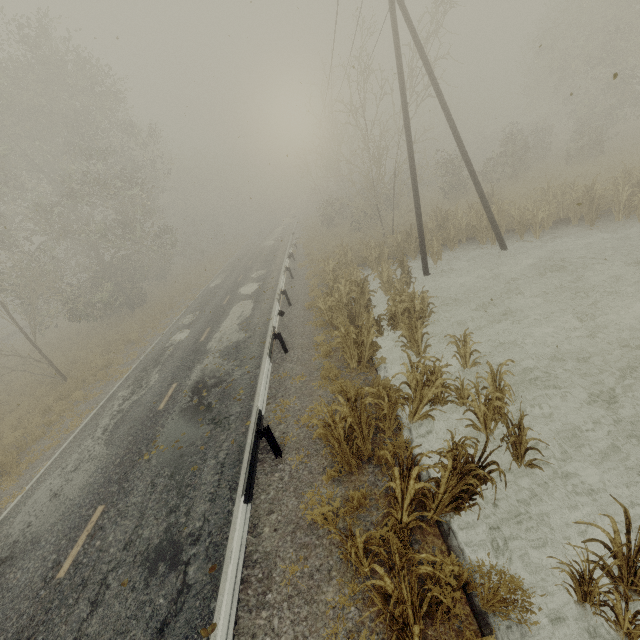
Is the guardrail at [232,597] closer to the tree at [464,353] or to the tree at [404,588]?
the tree at [404,588]

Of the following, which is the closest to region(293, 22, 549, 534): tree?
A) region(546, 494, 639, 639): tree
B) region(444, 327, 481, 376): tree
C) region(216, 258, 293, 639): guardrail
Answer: region(216, 258, 293, 639): guardrail

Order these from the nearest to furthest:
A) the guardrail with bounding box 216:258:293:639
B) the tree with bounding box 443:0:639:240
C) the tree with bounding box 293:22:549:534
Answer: the guardrail with bounding box 216:258:293:639, the tree with bounding box 293:22:549:534, the tree with bounding box 443:0:639:240

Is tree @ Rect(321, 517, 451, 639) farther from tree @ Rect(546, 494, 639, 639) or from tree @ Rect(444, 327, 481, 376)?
tree @ Rect(444, 327, 481, 376)

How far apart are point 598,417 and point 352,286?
8.07m

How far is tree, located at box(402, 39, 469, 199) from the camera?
17.81m

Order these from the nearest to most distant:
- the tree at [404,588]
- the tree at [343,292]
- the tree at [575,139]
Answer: the tree at [404,588], the tree at [343,292], the tree at [575,139]
